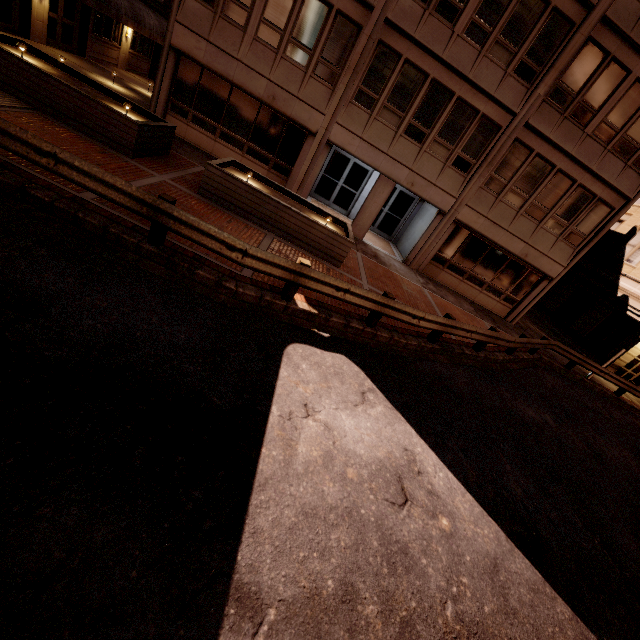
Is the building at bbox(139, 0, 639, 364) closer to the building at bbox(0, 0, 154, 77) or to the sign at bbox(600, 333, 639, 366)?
the sign at bbox(600, 333, 639, 366)

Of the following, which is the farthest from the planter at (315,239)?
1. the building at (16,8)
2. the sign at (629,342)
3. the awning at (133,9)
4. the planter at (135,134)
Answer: the sign at (629,342)

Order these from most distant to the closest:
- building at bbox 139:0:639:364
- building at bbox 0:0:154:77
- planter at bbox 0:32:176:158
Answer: building at bbox 0:0:154:77, building at bbox 139:0:639:364, planter at bbox 0:32:176:158

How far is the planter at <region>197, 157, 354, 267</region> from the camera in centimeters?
965cm

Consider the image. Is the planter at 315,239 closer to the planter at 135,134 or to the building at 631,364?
the planter at 135,134

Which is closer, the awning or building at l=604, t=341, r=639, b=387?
the awning

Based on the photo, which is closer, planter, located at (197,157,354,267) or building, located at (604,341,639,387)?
planter, located at (197,157,354,267)

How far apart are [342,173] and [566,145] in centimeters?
1038cm
